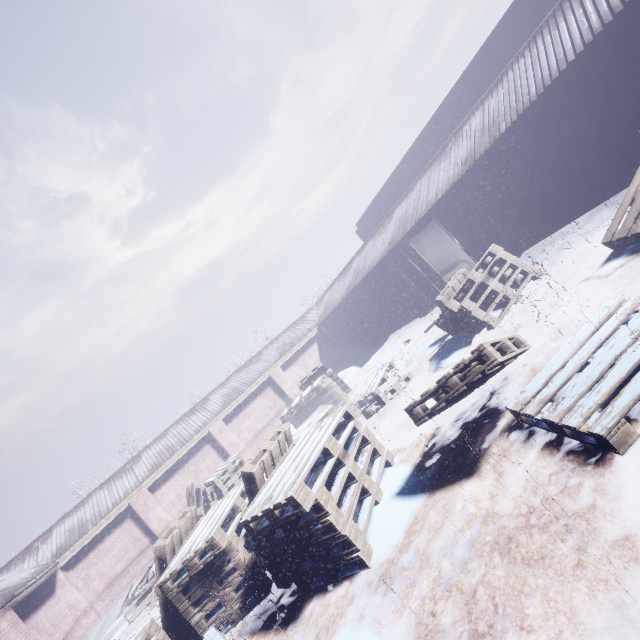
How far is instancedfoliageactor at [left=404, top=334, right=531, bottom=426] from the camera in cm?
269

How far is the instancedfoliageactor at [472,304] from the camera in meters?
5.3

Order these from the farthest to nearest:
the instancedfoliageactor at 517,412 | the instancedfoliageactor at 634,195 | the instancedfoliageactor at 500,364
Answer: the instancedfoliageactor at 634,195 → the instancedfoliageactor at 500,364 → the instancedfoliageactor at 517,412

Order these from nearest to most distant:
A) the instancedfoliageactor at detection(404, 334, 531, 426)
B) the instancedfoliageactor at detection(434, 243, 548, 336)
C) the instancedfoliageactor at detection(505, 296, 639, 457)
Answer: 1. the instancedfoliageactor at detection(505, 296, 639, 457)
2. the instancedfoliageactor at detection(404, 334, 531, 426)
3. the instancedfoliageactor at detection(434, 243, 548, 336)

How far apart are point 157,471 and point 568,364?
12.43m

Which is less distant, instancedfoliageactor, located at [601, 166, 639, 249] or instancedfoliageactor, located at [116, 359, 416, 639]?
instancedfoliageactor, located at [116, 359, 416, 639]
